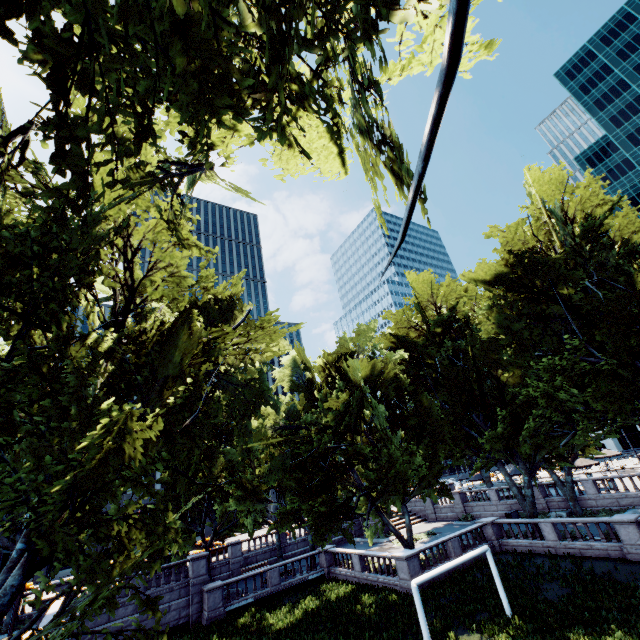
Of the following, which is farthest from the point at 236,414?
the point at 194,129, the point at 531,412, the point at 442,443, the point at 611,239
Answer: the point at 611,239
